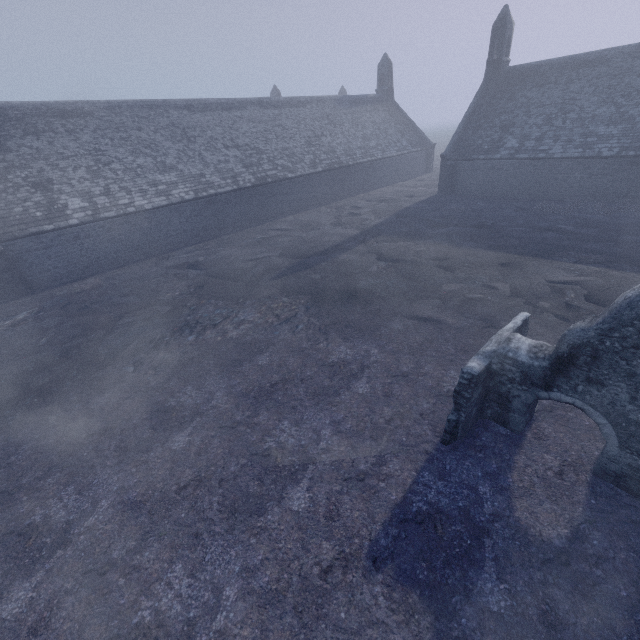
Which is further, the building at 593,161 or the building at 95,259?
the building at 593,161

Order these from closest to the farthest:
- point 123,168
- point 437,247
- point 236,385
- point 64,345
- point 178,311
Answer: point 236,385, point 64,345, point 178,311, point 437,247, point 123,168

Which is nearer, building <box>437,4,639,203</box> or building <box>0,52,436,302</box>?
building <box>0,52,436,302</box>
